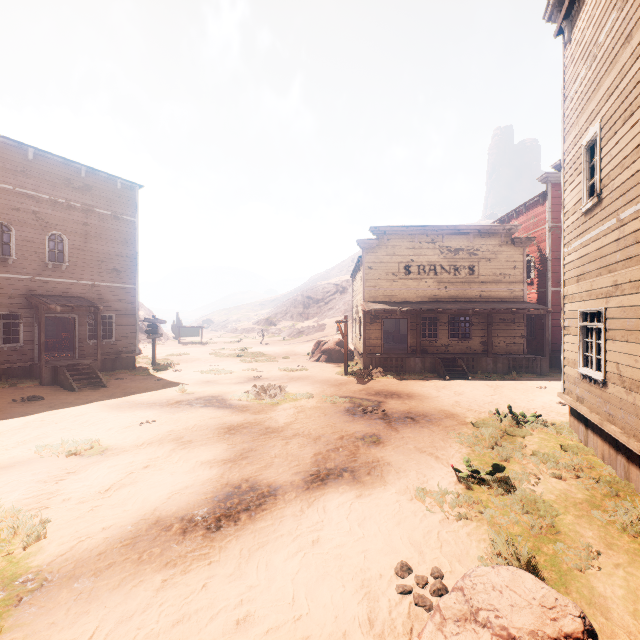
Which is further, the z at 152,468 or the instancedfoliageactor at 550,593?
the z at 152,468

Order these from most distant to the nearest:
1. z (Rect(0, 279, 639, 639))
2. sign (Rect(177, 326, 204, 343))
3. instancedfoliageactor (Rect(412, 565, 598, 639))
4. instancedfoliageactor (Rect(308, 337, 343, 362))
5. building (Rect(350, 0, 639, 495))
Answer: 1. sign (Rect(177, 326, 204, 343))
2. instancedfoliageactor (Rect(308, 337, 343, 362))
3. building (Rect(350, 0, 639, 495))
4. z (Rect(0, 279, 639, 639))
5. instancedfoliageactor (Rect(412, 565, 598, 639))

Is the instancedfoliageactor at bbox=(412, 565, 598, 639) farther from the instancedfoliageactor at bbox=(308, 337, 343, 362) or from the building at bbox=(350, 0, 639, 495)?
the instancedfoliageactor at bbox=(308, 337, 343, 362)

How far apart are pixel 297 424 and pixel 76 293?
14.7 meters

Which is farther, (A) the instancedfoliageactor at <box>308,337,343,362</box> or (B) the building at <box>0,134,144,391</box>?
(A) the instancedfoliageactor at <box>308,337,343,362</box>

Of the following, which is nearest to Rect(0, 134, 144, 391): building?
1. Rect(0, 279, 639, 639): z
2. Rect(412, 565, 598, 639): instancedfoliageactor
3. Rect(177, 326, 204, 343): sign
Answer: Rect(0, 279, 639, 639): z

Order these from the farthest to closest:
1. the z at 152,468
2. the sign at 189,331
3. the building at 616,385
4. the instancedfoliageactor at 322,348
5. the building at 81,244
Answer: the sign at 189,331
the instancedfoliageactor at 322,348
the building at 81,244
the building at 616,385
the z at 152,468
